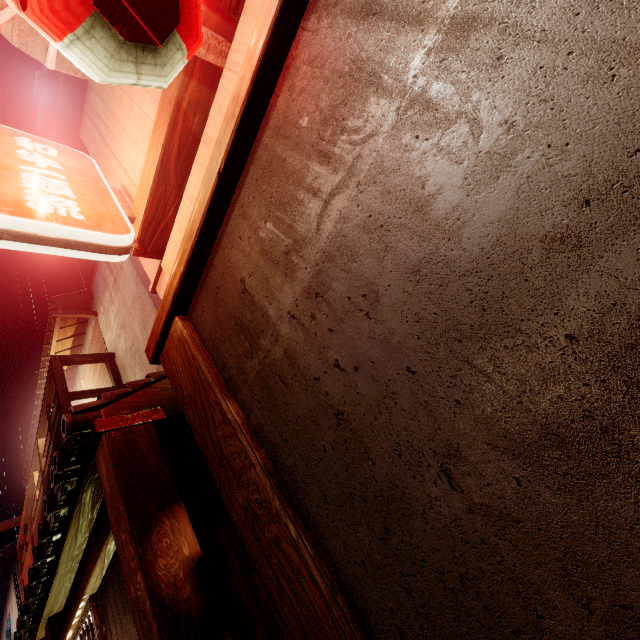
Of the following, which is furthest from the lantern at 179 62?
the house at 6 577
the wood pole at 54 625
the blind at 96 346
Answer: the house at 6 577

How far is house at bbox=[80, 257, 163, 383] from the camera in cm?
956

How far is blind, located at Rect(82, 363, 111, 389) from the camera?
11.7m

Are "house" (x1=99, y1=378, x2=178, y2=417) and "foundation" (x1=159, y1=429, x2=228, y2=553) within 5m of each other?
yes

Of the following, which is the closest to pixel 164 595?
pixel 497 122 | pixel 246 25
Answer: pixel 497 122

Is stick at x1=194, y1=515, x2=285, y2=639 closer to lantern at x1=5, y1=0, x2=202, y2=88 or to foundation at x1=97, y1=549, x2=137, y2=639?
foundation at x1=97, y1=549, x2=137, y2=639

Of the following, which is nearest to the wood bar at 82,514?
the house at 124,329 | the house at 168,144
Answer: the house at 124,329

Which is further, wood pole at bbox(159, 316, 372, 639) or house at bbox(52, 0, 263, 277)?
house at bbox(52, 0, 263, 277)
